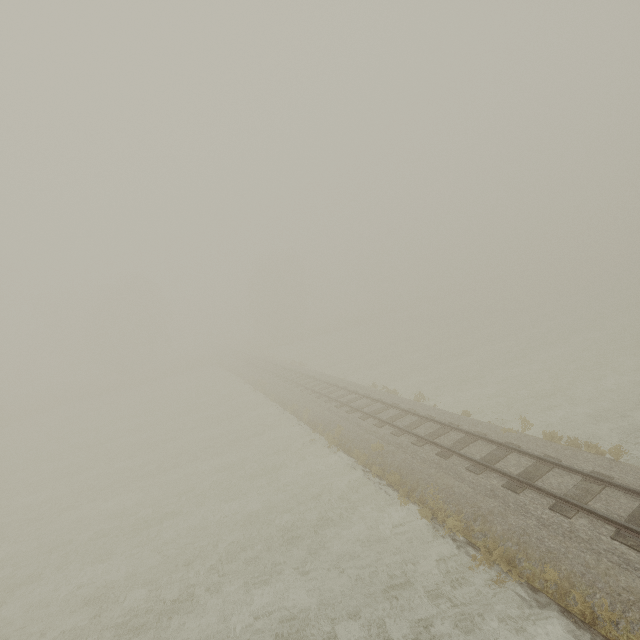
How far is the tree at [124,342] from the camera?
49.38m

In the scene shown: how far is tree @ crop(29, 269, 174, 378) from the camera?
49.4m

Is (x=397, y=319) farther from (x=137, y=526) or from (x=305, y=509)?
(x=137, y=526)
